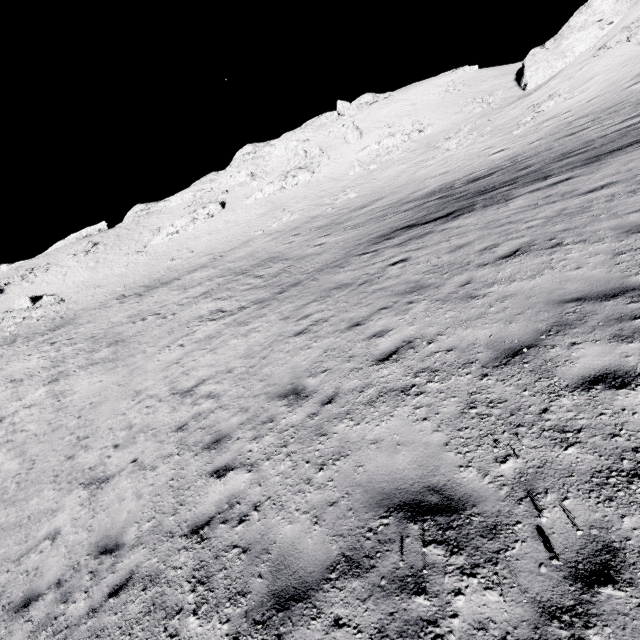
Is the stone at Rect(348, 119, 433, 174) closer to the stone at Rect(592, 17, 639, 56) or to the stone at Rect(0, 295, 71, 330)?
the stone at Rect(592, 17, 639, 56)

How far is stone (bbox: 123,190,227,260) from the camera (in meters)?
48.75

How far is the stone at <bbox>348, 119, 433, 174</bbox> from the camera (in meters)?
42.38

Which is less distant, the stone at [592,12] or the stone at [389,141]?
the stone at [592,12]

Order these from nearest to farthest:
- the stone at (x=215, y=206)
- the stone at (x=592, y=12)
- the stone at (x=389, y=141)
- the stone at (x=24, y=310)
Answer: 1. the stone at (x=592, y=12)
2. the stone at (x=24, y=310)
3. the stone at (x=389, y=141)
4. the stone at (x=215, y=206)

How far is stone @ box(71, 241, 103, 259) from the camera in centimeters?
5046cm

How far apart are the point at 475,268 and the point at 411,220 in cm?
1013

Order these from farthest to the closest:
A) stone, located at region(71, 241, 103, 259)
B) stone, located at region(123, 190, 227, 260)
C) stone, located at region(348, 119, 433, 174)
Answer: stone, located at region(71, 241, 103, 259), stone, located at region(123, 190, 227, 260), stone, located at region(348, 119, 433, 174)
